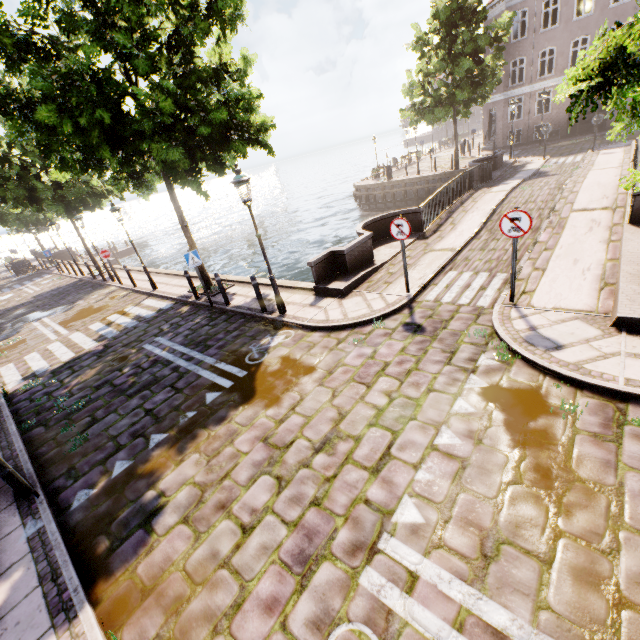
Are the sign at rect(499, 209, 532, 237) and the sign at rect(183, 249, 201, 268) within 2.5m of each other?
no

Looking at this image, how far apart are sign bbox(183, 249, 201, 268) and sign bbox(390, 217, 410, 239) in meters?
6.1

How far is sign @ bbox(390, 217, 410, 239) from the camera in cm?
745

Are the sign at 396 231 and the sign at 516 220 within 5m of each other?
yes

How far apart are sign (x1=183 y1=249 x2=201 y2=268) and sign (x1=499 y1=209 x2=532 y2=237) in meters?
8.4 m

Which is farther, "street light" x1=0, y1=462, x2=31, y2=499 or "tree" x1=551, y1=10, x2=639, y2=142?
"street light" x1=0, y1=462, x2=31, y2=499

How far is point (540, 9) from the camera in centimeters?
2409cm

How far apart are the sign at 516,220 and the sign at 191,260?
8.4 meters
